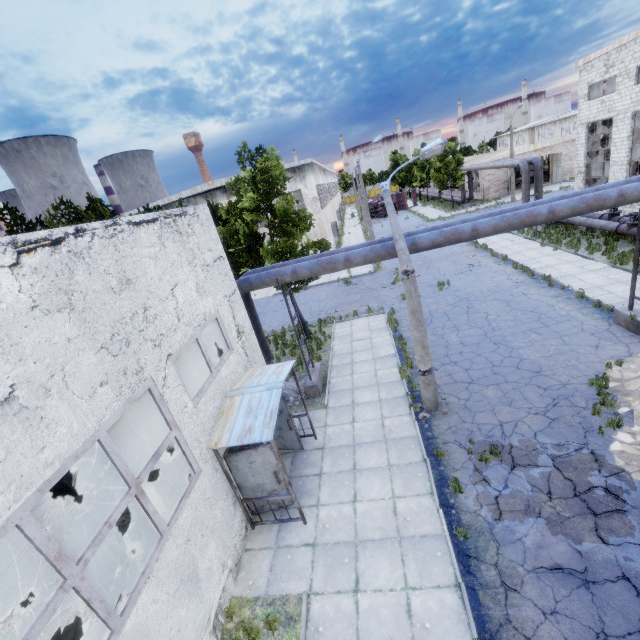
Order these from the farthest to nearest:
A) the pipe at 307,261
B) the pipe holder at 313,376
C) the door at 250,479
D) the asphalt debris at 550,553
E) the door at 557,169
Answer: the door at 557,169 < the pipe holder at 313,376 < the pipe at 307,261 < the door at 250,479 < the asphalt debris at 550,553

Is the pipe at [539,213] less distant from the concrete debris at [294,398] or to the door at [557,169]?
the concrete debris at [294,398]

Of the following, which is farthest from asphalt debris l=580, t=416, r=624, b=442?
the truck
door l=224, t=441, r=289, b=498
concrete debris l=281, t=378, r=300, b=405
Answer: the truck

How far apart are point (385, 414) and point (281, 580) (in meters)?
5.63

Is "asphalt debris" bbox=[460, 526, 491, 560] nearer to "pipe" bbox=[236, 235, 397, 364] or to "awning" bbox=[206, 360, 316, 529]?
"awning" bbox=[206, 360, 316, 529]

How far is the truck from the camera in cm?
5577

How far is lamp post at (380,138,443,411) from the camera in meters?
9.6 m

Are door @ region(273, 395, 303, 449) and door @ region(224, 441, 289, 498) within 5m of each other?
yes
